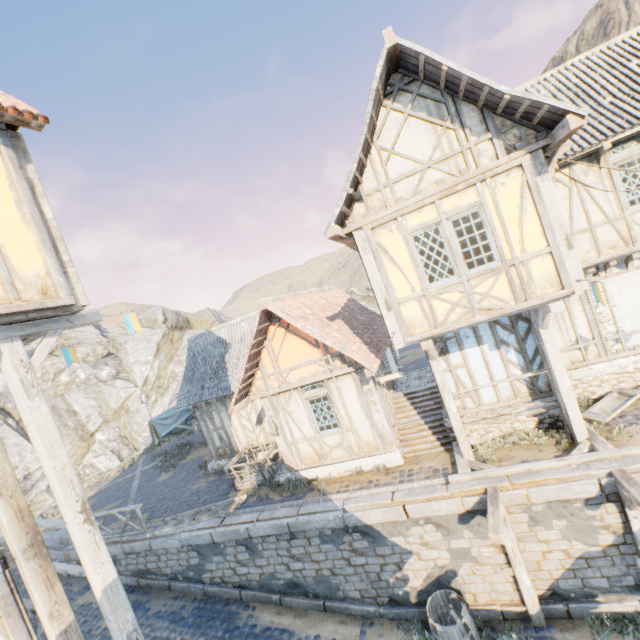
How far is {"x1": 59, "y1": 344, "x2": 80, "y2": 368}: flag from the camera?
7.6m

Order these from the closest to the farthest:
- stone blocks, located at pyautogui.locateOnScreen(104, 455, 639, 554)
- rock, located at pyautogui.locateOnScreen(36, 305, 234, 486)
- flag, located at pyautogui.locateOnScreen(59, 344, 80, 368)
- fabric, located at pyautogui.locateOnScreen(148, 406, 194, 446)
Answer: stone blocks, located at pyautogui.locateOnScreen(104, 455, 639, 554), flag, located at pyautogui.locateOnScreen(59, 344, 80, 368), fabric, located at pyautogui.locateOnScreen(148, 406, 194, 446), rock, located at pyautogui.locateOnScreen(36, 305, 234, 486)

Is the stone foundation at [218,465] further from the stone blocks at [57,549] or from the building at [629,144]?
the building at [629,144]

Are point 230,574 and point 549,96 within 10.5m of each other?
no

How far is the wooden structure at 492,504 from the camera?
6.5m

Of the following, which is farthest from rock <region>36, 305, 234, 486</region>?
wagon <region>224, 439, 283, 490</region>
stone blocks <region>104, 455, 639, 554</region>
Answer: wagon <region>224, 439, 283, 490</region>

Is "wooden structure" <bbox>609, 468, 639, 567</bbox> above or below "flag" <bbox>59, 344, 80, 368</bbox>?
below

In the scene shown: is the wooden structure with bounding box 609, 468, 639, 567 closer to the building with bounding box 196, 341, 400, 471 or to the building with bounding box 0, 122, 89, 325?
the building with bounding box 196, 341, 400, 471
